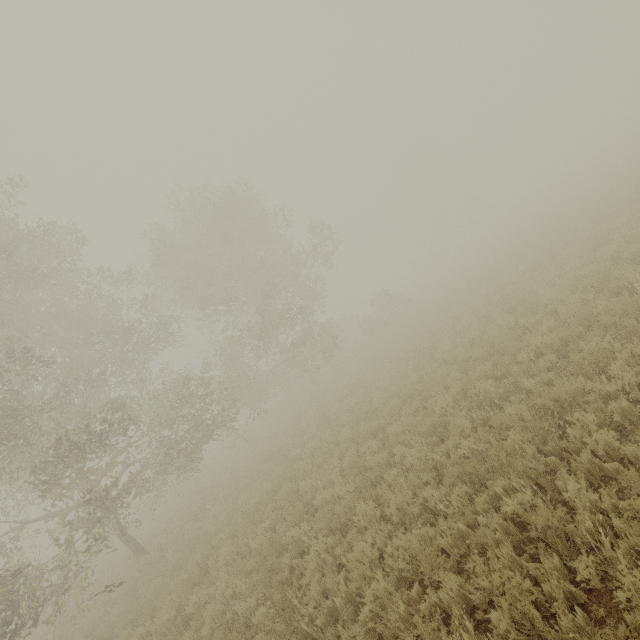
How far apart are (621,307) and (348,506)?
7.30m
